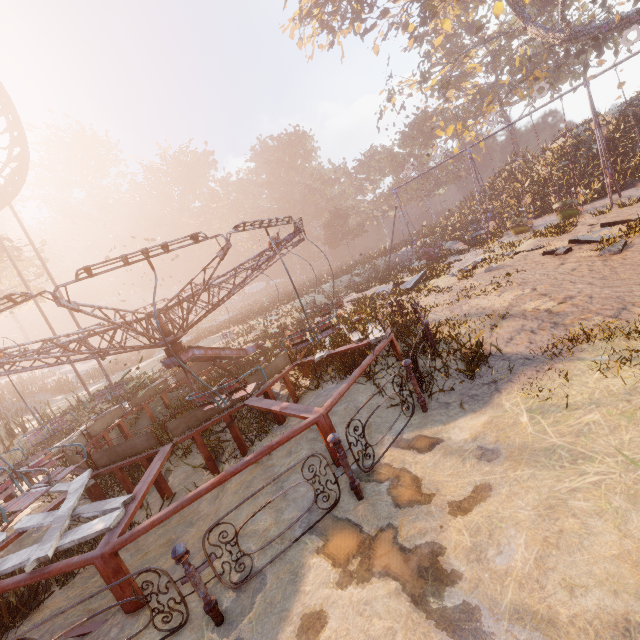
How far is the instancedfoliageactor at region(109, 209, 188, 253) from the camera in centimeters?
5601cm

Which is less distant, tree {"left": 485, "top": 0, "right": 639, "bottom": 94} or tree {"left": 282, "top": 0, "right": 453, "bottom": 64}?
tree {"left": 485, "top": 0, "right": 639, "bottom": 94}

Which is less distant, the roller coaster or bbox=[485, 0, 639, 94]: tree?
the roller coaster

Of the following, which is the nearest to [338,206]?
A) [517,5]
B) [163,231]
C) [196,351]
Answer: [517,5]

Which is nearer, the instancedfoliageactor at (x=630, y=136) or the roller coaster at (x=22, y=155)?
the roller coaster at (x=22, y=155)

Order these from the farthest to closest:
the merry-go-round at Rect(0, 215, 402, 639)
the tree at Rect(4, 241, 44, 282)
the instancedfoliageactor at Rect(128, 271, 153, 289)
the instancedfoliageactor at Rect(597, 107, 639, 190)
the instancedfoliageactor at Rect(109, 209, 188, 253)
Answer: the instancedfoliageactor at Rect(128, 271, 153, 289) → the instancedfoliageactor at Rect(109, 209, 188, 253) → the tree at Rect(4, 241, 44, 282) → the instancedfoliageactor at Rect(597, 107, 639, 190) → the merry-go-round at Rect(0, 215, 402, 639)

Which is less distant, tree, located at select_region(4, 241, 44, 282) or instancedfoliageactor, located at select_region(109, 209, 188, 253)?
tree, located at select_region(4, 241, 44, 282)

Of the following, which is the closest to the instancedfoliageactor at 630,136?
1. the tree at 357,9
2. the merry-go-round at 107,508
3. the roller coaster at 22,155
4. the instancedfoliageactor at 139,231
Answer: the tree at 357,9
